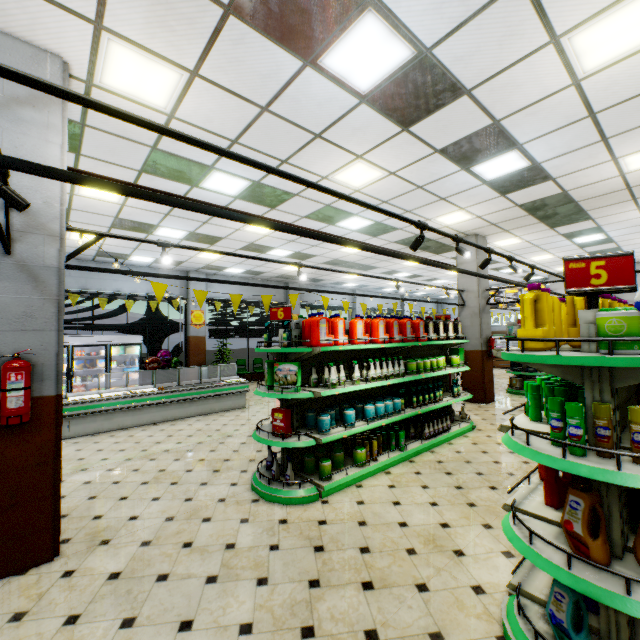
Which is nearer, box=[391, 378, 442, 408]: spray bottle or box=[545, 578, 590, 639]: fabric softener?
box=[545, 578, 590, 639]: fabric softener

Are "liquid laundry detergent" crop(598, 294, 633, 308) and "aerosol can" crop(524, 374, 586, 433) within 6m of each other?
yes

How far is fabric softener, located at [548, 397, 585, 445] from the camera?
1.8m

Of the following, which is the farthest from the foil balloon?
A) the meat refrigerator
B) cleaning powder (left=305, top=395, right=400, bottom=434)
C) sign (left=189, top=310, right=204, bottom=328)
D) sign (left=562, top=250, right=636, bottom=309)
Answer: sign (left=562, top=250, right=636, bottom=309)

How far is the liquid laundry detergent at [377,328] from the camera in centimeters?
434cm

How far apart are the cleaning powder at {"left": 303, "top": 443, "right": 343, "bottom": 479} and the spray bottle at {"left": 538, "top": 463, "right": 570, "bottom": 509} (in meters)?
2.64

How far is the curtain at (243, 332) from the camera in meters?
14.3

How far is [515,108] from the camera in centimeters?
422cm
